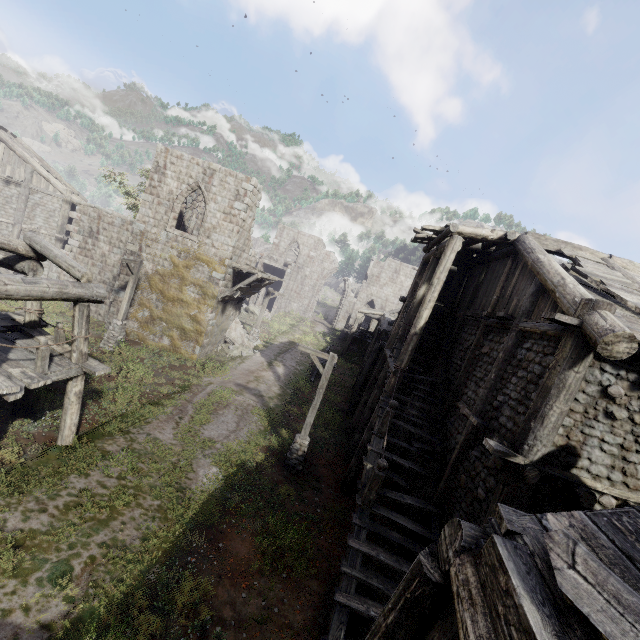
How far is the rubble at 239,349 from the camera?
22.81m

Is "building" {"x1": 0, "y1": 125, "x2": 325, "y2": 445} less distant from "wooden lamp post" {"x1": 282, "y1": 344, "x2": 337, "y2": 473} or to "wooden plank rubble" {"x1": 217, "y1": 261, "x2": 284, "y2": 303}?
"wooden plank rubble" {"x1": 217, "y1": 261, "x2": 284, "y2": 303}

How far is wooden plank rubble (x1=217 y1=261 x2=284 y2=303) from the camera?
19.3 meters

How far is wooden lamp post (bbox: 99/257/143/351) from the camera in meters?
17.0 m

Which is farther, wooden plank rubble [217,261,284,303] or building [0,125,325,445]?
wooden plank rubble [217,261,284,303]

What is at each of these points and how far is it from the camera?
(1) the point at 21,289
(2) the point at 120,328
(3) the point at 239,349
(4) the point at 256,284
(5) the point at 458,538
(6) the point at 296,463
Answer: (1) building, 7.63m
(2) wooden lamp post, 17.69m
(3) rubble, 23.16m
(4) wooden plank rubble, 20.95m
(5) building, 3.48m
(6) wooden lamp post, 12.37m

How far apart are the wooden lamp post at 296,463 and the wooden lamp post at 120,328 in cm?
1055

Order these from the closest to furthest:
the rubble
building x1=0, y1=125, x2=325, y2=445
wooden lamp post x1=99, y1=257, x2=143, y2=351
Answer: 1. building x1=0, y1=125, x2=325, y2=445
2. wooden lamp post x1=99, y1=257, x2=143, y2=351
3. the rubble
